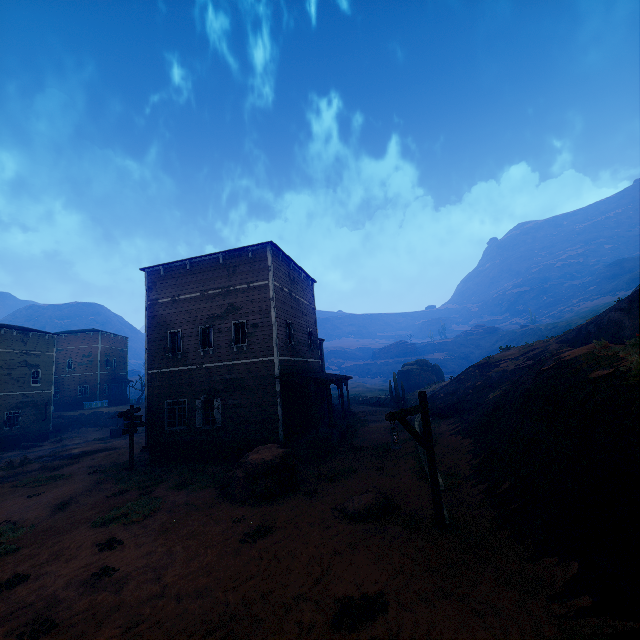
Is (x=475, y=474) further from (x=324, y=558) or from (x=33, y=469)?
(x=33, y=469)

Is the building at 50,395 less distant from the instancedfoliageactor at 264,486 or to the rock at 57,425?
the rock at 57,425

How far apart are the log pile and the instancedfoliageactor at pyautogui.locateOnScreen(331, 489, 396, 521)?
7.20m

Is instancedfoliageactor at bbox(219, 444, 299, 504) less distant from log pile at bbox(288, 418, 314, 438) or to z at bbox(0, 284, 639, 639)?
z at bbox(0, 284, 639, 639)

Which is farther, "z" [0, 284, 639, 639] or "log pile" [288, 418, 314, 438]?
"log pile" [288, 418, 314, 438]

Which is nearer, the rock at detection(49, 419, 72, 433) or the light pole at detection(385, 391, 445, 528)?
the light pole at detection(385, 391, 445, 528)

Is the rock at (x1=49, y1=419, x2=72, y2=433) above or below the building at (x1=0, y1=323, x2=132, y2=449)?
below

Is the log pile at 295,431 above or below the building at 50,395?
below
